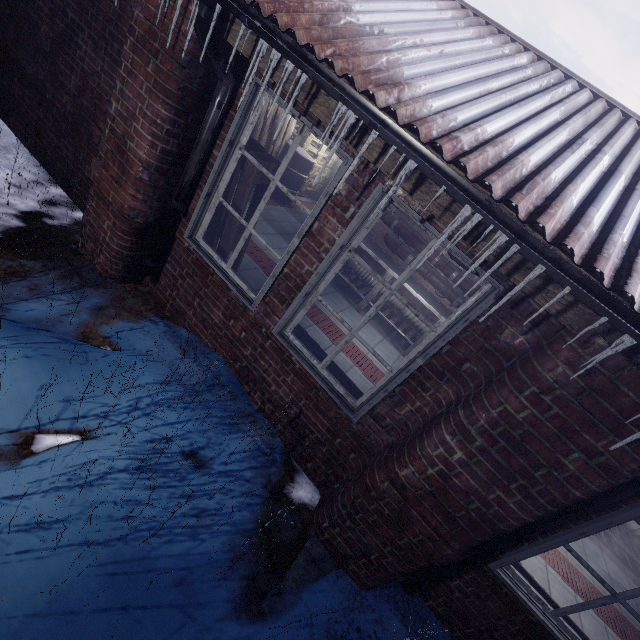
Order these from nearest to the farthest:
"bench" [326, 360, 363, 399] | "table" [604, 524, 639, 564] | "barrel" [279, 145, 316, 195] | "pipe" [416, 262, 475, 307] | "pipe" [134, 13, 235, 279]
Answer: "pipe" [134, 13, 235, 279]
"bench" [326, 360, 363, 399]
"table" [604, 524, 639, 564]
"pipe" [416, 262, 475, 307]
"barrel" [279, 145, 316, 195]

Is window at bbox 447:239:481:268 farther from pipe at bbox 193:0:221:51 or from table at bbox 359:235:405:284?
table at bbox 359:235:405:284

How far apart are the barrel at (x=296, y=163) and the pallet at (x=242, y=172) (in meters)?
3.27

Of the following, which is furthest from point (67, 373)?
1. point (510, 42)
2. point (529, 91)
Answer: point (510, 42)

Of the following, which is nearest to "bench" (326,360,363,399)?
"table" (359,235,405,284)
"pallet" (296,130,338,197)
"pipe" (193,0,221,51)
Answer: "pipe" (193,0,221,51)

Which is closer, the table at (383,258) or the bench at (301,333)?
the bench at (301,333)

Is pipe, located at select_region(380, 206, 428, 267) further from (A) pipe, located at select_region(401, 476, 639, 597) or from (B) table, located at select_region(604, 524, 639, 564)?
(A) pipe, located at select_region(401, 476, 639, 597)

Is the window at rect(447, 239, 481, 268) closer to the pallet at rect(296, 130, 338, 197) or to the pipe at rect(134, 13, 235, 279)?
the pipe at rect(134, 13, 235, 279)
